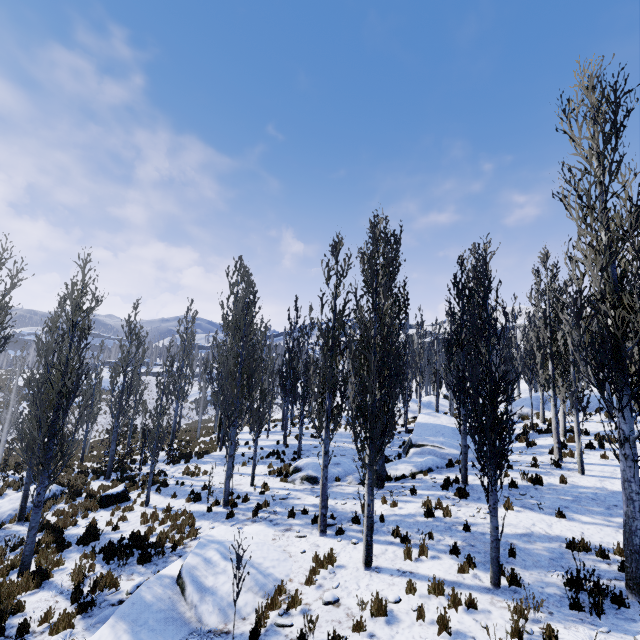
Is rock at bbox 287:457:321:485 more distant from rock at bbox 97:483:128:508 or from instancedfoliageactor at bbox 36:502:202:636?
rock at bbox 97:483:128:508

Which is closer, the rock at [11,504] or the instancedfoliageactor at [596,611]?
the instancedfoliageactor at [596,611]

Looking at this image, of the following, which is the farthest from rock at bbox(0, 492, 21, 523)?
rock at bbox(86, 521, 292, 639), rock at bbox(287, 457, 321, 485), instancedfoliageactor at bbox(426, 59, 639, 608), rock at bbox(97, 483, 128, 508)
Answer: rock at bbox(287, 457, 321, 485)

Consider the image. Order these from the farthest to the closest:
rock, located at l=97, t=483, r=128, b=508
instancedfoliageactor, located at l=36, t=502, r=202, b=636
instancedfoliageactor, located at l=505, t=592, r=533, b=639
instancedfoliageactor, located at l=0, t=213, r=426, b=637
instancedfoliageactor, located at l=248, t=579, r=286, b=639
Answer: rock, located at l=97, t=483, r=128, b=508 → instancedfoliageactor, located at l=0, t=213, r=426, b=637 → instancedfoliageactor, located at l=36, t=502, r=202, b=636 → instancedfoliageactor, located at l=248, t=579, r=286, b=639 → instancedfoliageactor, located at l=505, t=592, r=533, b=639

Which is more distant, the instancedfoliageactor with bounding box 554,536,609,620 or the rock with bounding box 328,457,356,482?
the rock with bounding box 328,457,356,482

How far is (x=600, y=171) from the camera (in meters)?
7.83

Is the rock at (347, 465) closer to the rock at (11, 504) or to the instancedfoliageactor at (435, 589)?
the instancedfoliageactor at (435, 589)

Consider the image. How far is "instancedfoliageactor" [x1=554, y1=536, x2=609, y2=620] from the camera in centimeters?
600cm
